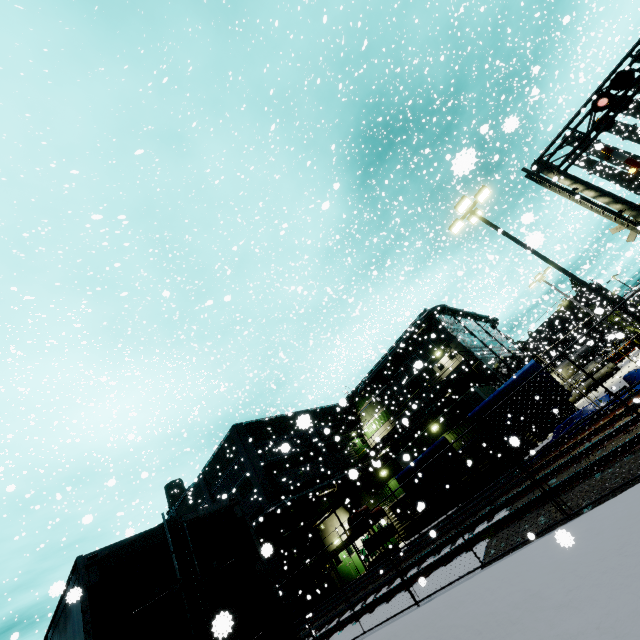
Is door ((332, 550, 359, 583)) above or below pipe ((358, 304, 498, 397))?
below

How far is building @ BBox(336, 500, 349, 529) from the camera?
27.80m

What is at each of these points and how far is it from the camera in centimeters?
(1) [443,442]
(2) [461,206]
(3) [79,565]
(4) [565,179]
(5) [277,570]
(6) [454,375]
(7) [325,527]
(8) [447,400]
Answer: (1) tarp, 1636cm
(2) light, 1502cm
(3) semi trailer, 461cm
(4) railroad crossing overhang, 1336cm
(5) roll-up door, 2495cm
(6) balcony, 1609cm
(7) building, 2678cm
(8) pipe, 3041cm

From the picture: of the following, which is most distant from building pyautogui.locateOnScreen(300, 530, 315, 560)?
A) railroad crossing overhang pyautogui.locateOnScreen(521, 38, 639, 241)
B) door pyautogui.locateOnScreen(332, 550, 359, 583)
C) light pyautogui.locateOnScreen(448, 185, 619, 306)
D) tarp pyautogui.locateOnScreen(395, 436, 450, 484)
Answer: railroad crossing overhang pyautogui.locateOnScreen(521, 38, 639, 241)

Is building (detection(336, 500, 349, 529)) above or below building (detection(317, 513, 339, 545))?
above

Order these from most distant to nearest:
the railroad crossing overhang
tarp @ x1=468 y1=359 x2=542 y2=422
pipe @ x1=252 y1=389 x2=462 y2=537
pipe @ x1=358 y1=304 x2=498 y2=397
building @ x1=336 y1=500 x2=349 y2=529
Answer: pipe @ x1=358 y1=304 x2=498 y2=397, building @ x1=336 y1=500 x2=349 y2=529, pipe @ x1=252 y1=389 x2=462 y2=537, tarp @ x1=468 y1=359 x2=542 y2=422, the railroad crossing overhang

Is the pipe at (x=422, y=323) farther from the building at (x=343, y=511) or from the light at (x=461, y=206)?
the light at (x=461, y=206)

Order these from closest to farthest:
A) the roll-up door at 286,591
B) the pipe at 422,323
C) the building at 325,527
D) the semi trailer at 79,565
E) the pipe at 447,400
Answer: the semi trailer at 79,565 < the roll-up door at 286,591 < the pipe at 447,400 < the building at 325,527 < the pipe at 422,323
